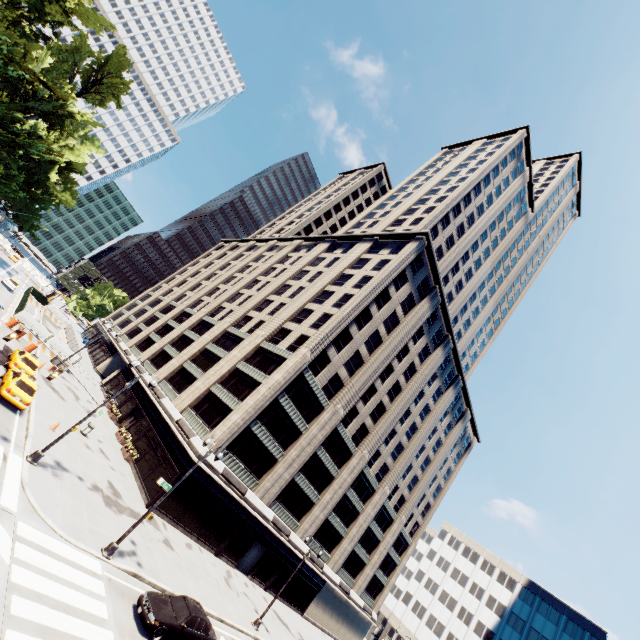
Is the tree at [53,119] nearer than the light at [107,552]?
No

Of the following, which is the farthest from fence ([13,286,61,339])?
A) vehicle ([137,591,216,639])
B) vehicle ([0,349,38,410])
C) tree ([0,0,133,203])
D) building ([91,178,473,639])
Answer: vehicle ([137,591,216,639])

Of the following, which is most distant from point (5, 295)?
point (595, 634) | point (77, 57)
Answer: point (595, 634)

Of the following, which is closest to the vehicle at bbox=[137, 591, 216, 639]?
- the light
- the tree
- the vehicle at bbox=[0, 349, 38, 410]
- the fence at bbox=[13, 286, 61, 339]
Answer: the light

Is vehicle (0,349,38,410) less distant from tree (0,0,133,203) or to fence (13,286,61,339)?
fence (13,286,61,339)

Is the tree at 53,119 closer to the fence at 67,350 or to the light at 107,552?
the fence at 67,350

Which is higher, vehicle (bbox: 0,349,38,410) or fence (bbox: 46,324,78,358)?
fence (bbox: 46,324,78,358)

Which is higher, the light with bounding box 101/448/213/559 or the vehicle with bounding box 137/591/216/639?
the vehicle with bounding box 137/591/216/639
